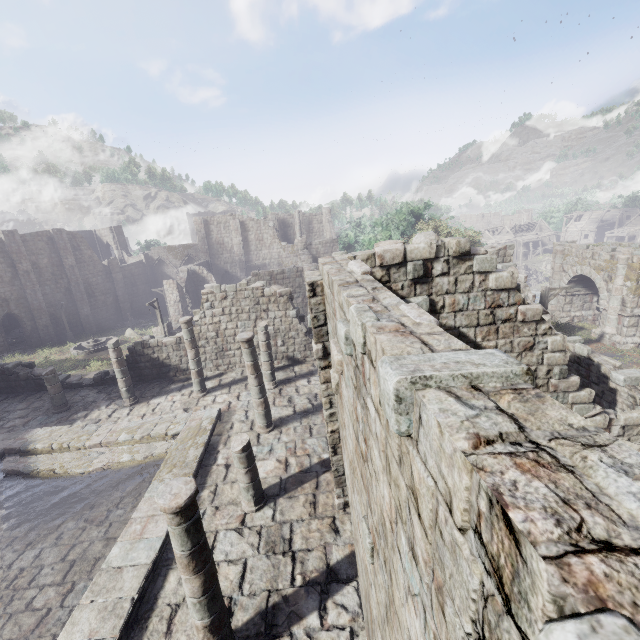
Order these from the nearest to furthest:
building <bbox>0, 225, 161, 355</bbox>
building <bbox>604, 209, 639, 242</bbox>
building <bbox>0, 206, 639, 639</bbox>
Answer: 1. building <bbox>0, 206, 639, 639</bbox>
2. building <bbox>0, 225, 161, 355</bbox>
3. building <bbox>604, 209, 639, 242</bbox>

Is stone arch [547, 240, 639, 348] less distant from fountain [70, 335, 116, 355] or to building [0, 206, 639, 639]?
building [0, 206, 639, 639]

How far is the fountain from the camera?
29.8 meters

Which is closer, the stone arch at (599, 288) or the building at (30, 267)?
the stone arch at (599, 288)

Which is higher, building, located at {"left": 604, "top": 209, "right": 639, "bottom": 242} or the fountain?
building, located at {"left": 604, "top": 209, "right": 639, "bottom": 242}

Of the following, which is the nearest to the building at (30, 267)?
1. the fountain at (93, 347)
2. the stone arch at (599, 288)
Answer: the stone arch at (599, 288)

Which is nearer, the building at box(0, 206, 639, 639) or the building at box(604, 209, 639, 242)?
the building at box(0, 206, 639, 639)

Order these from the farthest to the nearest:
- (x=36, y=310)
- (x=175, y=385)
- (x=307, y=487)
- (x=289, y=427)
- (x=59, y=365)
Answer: (x=36, y=310)
(x=59, y=365)
(x=175, y=385)
(x=289, y=427)
(x=307, y=487)
